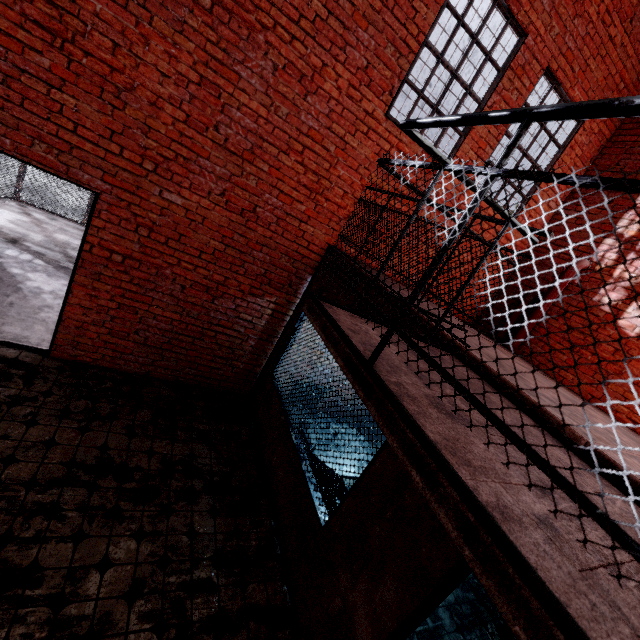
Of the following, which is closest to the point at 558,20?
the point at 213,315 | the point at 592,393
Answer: the point at 592,393

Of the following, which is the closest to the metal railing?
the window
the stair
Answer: the window

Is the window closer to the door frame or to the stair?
the door frame

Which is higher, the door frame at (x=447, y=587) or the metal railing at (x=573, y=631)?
the metal railing at (x=573, y=631)

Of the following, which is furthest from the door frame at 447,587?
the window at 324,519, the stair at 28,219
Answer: A: the stair at 28,219

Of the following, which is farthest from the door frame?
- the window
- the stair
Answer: the stair
